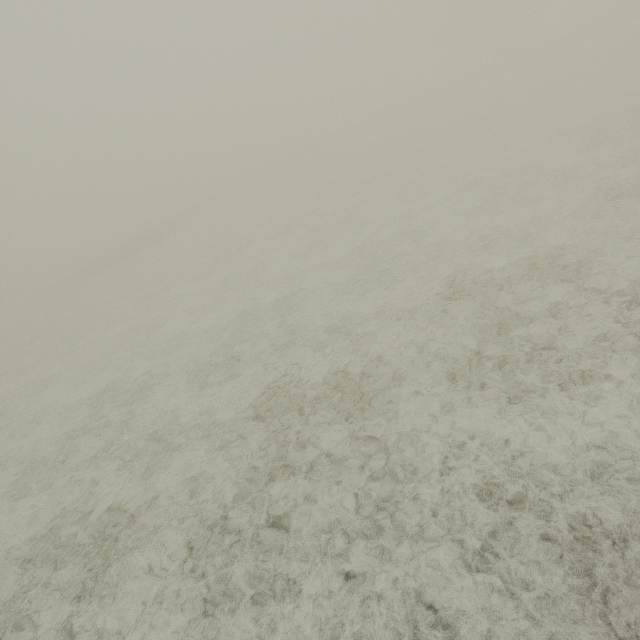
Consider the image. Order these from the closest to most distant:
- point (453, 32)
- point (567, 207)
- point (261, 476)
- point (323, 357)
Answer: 1. point (261, 476)
2. point (323, 357)
3. point (567, 207)
4. point (453, 32)
